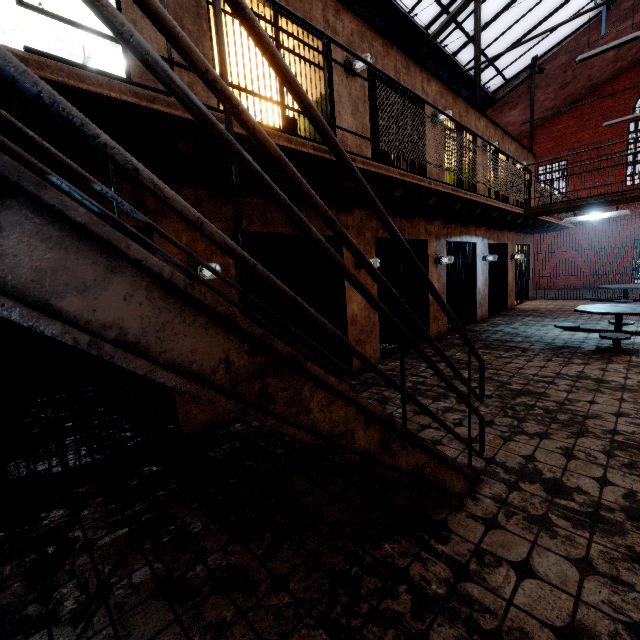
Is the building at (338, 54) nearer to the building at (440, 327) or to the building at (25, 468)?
the building at (440, 327)

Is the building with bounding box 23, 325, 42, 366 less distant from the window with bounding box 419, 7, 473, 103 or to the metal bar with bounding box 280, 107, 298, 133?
the metal bar with bounding box 280, 107, 298, 133

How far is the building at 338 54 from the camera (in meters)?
5.05

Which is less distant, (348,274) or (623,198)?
(348,274)

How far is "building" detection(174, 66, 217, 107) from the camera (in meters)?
3.48

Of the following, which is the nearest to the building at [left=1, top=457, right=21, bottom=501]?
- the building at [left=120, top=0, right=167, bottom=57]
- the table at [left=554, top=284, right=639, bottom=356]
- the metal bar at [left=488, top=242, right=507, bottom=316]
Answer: the building at [left=120, top=0, right=167, bottom=57]

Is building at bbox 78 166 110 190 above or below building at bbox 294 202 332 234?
above

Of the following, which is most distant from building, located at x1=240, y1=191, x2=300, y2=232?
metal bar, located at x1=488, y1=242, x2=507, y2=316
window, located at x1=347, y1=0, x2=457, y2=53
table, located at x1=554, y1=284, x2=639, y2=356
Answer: window, located at x1=347, y1=0, x2=457, y2=53
